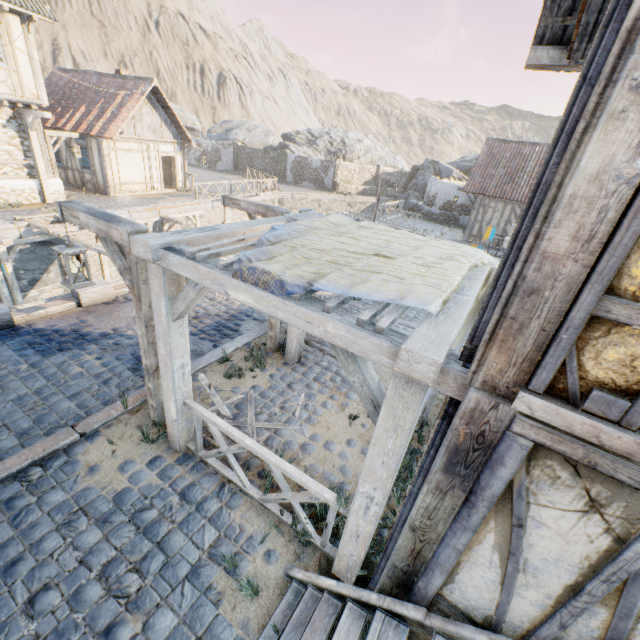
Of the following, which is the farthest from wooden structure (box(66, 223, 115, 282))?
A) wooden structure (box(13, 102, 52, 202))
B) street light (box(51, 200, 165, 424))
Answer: street light (box(51, 200, 165, 424))

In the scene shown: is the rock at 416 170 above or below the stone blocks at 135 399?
above

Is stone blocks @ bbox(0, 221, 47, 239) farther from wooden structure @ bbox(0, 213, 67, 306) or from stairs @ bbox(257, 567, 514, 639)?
stairs @ bbox(257, 567, 514, 639)

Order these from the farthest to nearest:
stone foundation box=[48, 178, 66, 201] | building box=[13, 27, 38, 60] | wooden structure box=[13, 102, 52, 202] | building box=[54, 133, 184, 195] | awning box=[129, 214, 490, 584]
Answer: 1. building box=[54, 133, 184, 195]
2. stone foundation box=[48, 178, 66, 201]
3. wooden structure box=[13, 102, 52, 202]
4. building box=[13, 27, 38, 60]
5. awning box=[129, 214, 490, 584]

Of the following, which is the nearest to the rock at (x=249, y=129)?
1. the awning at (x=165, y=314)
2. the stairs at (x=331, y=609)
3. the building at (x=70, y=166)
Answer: the stairs at (x=331, y=609)

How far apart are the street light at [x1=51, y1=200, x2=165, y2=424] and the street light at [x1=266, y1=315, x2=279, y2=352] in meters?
2.3 m

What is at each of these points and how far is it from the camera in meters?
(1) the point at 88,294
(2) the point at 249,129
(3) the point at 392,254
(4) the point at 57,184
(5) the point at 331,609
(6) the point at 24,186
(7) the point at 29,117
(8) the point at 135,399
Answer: (1) stone blocks, 7.5 m
(2) rock, 39.9 m
(3) fabric, 3.6 m
(4) stone foundation, 15.4 m
(5) stairs, 3.0 m
(6) stone foundation, 14.2 m
(7) wooden structure, 13.4 m
(8) stone blocks, 5.2 m

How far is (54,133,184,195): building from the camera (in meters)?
17.28
